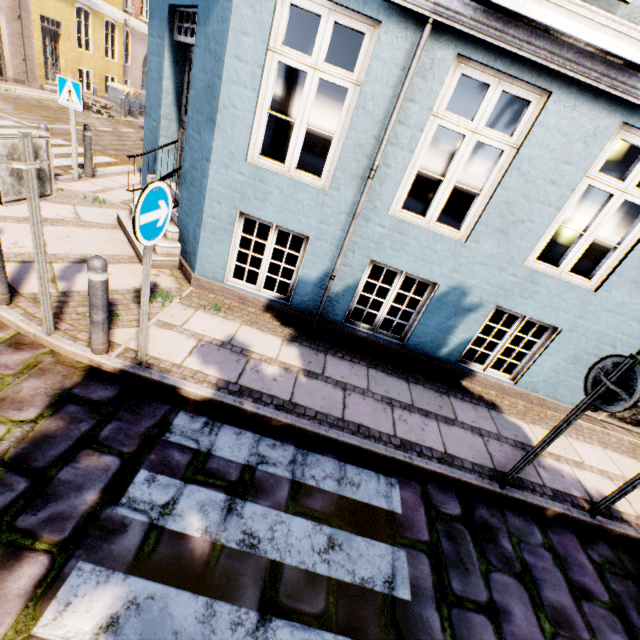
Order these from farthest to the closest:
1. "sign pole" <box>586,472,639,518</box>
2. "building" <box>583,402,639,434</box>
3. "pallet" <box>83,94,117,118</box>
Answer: "pallet" <box>83,94,117,118</box> → "building" <box>583,402,639,434</box> → "sign pole" <box>586,472,639,518</box>

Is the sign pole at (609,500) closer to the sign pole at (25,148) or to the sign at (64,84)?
the sign pole at (25,148)

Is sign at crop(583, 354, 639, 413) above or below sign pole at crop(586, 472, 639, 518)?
above

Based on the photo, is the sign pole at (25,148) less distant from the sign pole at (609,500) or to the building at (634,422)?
the building at (634,422)

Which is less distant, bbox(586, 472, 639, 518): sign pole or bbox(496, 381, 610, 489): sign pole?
bbox(496, 381, 610, 489): sign pole

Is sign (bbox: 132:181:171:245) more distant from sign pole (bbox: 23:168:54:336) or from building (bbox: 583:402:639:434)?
building (bbox: 583:402:639:434)

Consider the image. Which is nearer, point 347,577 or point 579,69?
point 347,577

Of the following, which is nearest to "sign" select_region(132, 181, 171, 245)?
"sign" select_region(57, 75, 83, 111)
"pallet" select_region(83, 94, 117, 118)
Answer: "sign" select_region(57, 75, 83, 111)
